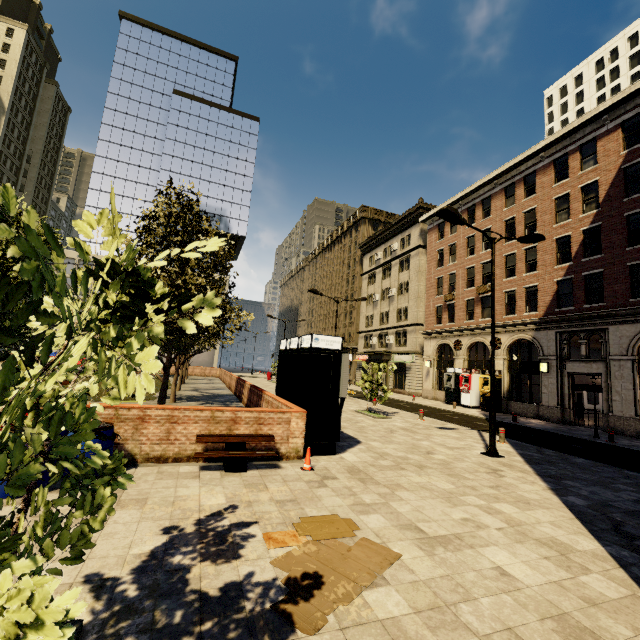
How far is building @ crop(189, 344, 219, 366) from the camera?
55.3 meters

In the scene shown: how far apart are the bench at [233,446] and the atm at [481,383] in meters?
22.6

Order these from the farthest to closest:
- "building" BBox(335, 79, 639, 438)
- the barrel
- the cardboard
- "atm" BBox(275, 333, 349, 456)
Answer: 1. "building" BBox(335, 79, 639, 438)
2. "atm" BBox(275, 333, 349, 456)
3. the barrel
4. the cardboard

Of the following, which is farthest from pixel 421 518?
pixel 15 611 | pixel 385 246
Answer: pixel 385 246

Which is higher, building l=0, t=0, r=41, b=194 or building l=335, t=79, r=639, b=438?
building l=0, t=0, r=41, b=194

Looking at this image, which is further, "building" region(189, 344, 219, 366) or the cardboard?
"building" region(189, 344, 219, 366)

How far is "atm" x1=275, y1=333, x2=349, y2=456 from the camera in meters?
8.8 m

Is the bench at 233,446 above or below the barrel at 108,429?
below
